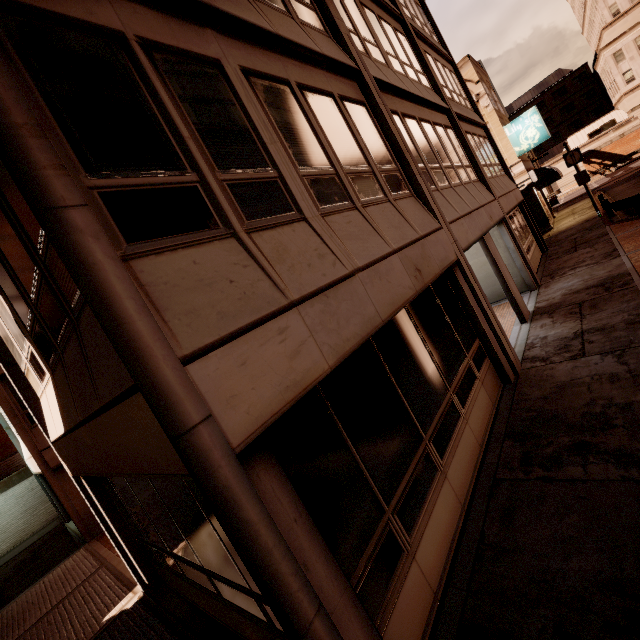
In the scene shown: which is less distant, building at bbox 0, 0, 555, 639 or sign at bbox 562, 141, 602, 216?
building at bbox 0, 0, 555, 639

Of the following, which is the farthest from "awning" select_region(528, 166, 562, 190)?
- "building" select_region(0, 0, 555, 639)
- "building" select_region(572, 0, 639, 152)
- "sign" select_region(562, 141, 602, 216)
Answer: "building" select_region(572, 0, 639, 152)

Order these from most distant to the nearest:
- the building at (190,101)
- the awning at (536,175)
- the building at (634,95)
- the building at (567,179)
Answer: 1. the building at (567,179)
2. the building at (634,95)
3. the awning at (536,175)
4. the building at (190,101)

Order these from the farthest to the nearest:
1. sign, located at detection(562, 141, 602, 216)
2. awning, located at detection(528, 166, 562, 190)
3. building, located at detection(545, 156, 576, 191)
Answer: building, located at detection(545, 156, 576, 191) → awning, located at detection(528, 166, 562, 190) → sign, located at detection(562, 141, 602, 216)

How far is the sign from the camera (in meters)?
18.25

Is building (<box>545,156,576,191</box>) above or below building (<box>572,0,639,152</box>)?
below

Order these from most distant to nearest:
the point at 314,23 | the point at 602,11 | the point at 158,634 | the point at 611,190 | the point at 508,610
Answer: the point at 602,11, the point at 611,190, the point at 314,23, the point at 158,634, the point at 508,610

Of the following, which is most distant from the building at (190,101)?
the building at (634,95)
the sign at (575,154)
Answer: the building at (634,95)
